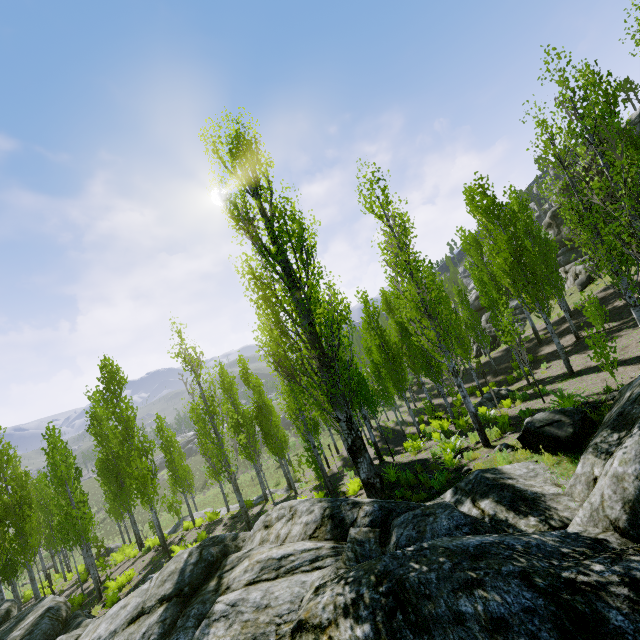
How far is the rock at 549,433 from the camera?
7.5m

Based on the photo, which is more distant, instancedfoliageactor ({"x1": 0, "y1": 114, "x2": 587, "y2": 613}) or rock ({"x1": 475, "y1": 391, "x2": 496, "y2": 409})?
rock ({"x1": 475, "y1": 391, "x2": 496, "y2": 409})

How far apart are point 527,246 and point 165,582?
23.6m

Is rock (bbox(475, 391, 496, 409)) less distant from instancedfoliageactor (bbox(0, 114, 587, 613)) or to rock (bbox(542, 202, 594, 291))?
instancedfoliageactor (bbox(0, 114, 587, 613))

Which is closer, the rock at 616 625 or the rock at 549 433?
the rock at 616 625

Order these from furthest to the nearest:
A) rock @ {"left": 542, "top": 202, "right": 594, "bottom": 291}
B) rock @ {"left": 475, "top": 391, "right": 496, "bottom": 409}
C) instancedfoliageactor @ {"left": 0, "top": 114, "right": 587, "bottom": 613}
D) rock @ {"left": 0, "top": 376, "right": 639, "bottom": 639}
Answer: rock @ {"left": 542, "top": 202, "right": 594, "bottom": 291}, rock @ {"left": 475, "top": 391, "right": 496, "bottom": 409}, instancedfoliageactor @ {"left": 0, "top": 114, "right": 587, "bottom": 613}, rock @ {"left": 0, "top": 376, "right": 639, "bottom": 639}

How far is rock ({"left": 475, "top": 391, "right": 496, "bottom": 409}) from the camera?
18.3m

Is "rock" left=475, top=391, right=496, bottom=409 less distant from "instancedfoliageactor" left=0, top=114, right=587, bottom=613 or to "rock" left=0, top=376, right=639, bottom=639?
"instancedfoliageactor" left=0, top=114, right=587, bottom=613
